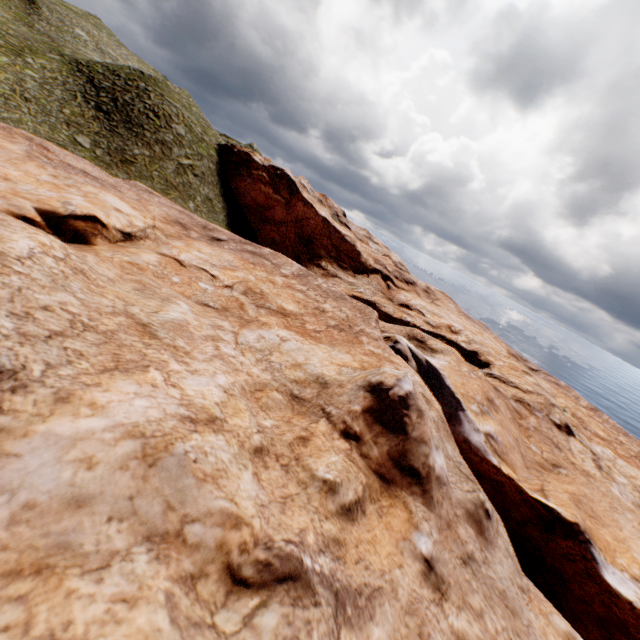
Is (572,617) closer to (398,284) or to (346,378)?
(346,378)
